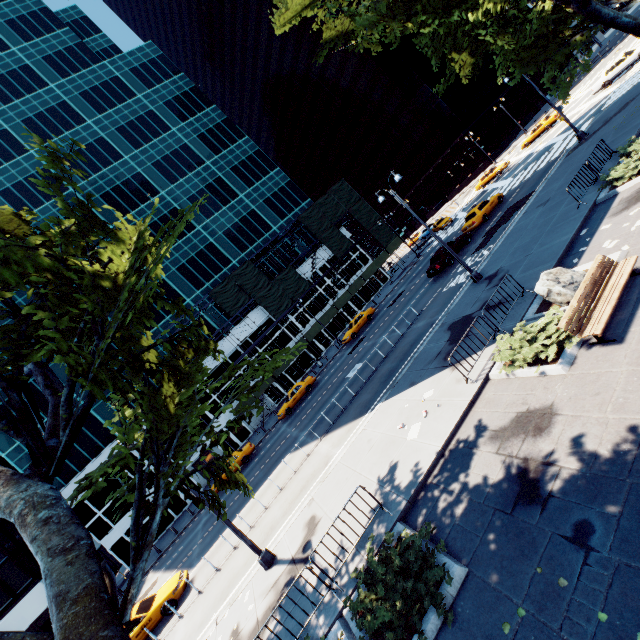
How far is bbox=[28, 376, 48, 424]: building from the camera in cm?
3434

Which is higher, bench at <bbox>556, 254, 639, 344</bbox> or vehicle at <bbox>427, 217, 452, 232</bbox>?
vehicle at <bbox>427, 217, 452, 232</bbox>

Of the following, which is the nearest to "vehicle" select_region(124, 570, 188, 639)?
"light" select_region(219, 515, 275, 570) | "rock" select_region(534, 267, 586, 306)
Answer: "light" select_region(219, 515, 275, 570)

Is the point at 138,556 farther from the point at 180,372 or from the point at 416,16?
the point at 416,16

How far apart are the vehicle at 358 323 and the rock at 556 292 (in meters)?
24.30

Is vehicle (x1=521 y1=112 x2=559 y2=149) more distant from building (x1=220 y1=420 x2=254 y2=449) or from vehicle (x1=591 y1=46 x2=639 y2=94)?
building (x1=220 y1=420 x2=254 y2=449)

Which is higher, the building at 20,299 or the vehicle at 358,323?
the building at 20,299

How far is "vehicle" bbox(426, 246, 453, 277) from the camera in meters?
25.5 m
